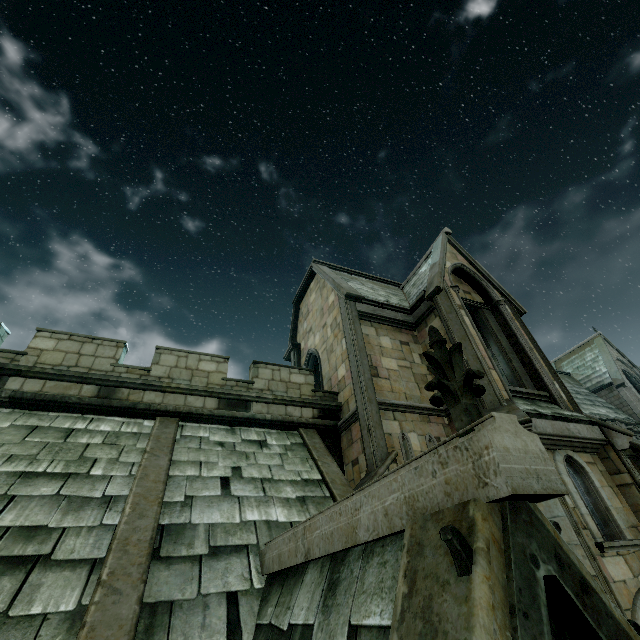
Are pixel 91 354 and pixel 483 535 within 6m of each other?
no
